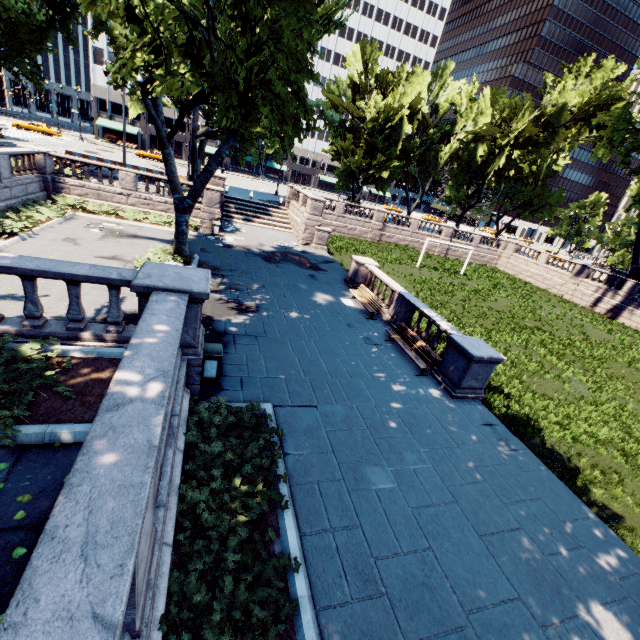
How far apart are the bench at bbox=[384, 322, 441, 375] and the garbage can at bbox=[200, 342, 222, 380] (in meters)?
6.95

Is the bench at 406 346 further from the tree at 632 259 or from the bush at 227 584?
the tree at 632 259

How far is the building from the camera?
55.1m

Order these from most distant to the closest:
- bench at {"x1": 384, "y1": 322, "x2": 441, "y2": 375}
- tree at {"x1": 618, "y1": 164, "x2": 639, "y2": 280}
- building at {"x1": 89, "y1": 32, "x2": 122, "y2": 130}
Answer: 1. building at {"x1": 89, "y1": 32, "x2": 122, "y2": 130}
2. tree at {"x1": 618, "y1": 164, "x2": 639, "y2": 280}
3. bench at {"x1": 384, "y1": 322, "x2": 441, "y2": 375}

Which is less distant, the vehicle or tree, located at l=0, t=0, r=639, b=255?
tree, located at l=0, t=0, r=639, b=255

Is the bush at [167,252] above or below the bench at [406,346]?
below

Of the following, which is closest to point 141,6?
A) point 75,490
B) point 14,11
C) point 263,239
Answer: point 75,490

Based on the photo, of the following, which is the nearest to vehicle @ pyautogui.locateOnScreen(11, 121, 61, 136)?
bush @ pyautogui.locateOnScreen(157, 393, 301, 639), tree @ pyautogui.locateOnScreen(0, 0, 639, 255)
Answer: tree @ pyautogui.locateOnScreen(0, 0, 639, 255)
